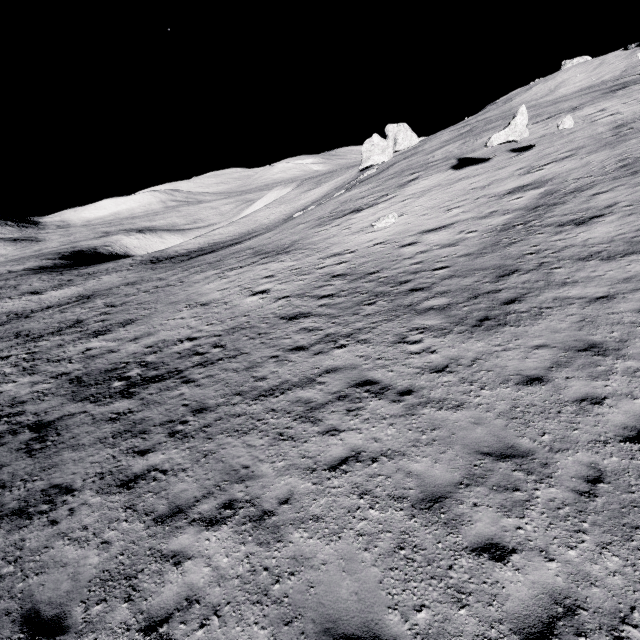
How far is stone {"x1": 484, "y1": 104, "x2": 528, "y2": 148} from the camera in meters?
21.1

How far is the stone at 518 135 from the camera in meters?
21.1 m

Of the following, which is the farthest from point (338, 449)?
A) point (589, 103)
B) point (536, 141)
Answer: point (589, 103)
